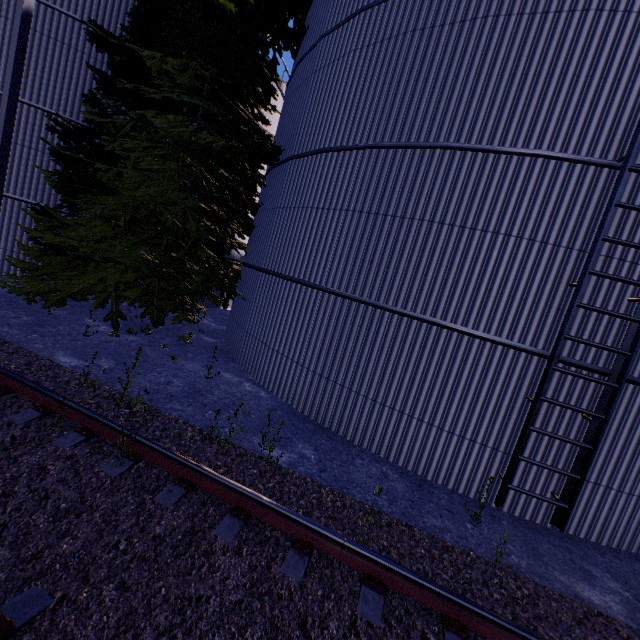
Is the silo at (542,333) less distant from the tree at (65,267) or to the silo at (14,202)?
the tree at (65,267)

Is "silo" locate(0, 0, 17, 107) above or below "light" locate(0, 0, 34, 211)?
above

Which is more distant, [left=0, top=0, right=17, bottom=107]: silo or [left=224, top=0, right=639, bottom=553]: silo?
[left=0, top=0, right=17, bottom=107]: silo

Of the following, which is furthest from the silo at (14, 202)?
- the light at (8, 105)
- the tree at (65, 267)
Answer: the light at (8, 105)

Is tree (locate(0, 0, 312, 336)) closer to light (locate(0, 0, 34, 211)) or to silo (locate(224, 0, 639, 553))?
silo (locate(224, 0, 639, 553))

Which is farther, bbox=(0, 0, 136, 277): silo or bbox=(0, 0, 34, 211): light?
bbox=(0, 0, 136, 277): silo

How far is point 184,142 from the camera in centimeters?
879cm

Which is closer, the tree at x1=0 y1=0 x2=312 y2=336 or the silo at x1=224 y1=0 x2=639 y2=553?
the silo at x1=224 y1=0 x2=639 y2=553
